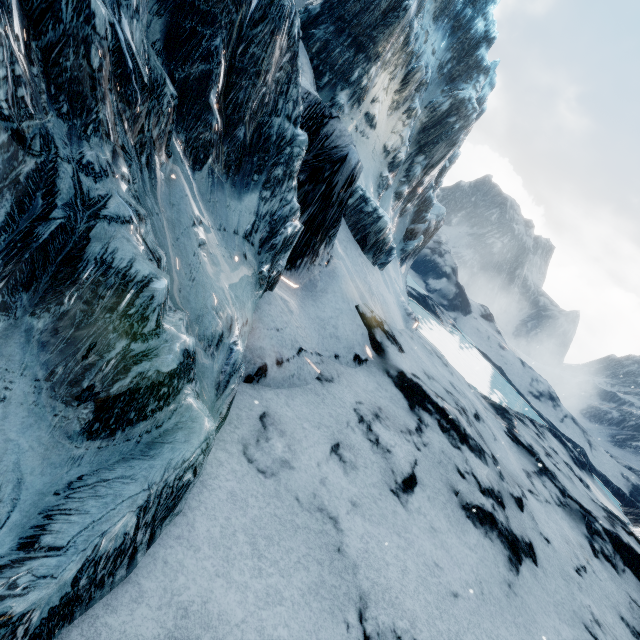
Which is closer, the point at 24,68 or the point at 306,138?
the point at 24,68
